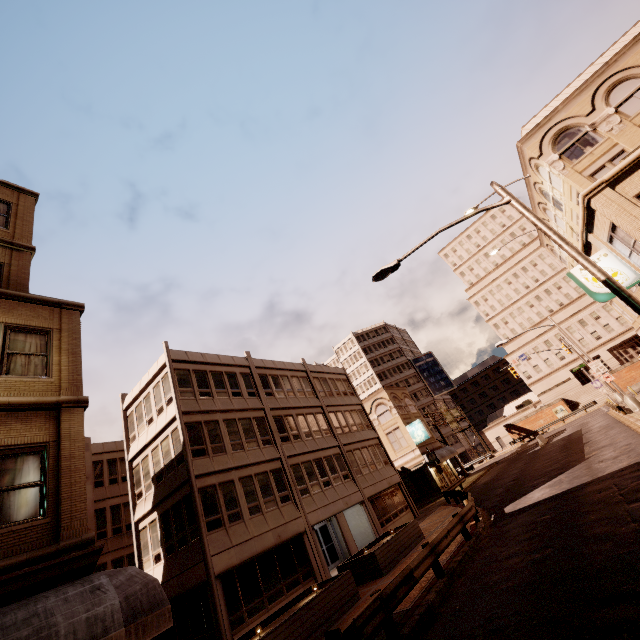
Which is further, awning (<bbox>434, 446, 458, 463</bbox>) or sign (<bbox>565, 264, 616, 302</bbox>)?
awning (<bbox>434, 446, 458, 463</bbox>)

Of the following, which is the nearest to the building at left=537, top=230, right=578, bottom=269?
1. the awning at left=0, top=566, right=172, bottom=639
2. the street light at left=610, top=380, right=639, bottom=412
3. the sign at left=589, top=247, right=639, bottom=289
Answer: the street light at left=610, top=380, right=639, bottom=412

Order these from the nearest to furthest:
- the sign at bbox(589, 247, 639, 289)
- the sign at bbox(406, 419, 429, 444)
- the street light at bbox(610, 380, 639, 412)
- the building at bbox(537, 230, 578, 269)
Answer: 1. the sign at bbox(589, 247, 639, 289)
2. the street light at bbox(610, 380, 639, 412)
3. the building at bbox(537, 230, 578, 269)
4. the sign at bbox(406, 419, 429, 444)

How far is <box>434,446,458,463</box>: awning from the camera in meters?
35.9 m

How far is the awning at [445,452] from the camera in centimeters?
3594cm

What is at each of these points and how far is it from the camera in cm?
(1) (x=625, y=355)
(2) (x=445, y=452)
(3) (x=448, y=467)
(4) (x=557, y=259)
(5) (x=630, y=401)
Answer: (1) building, 5906
(2) awning, 3841
(3) building, 4038
(4) building, 3791
(5) street light, 2473

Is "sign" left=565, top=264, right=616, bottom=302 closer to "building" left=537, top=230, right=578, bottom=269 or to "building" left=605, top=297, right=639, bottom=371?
"building" left=537, top=230, right=578, bottom=269

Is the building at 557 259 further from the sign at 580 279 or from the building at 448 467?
the building at 448 467
